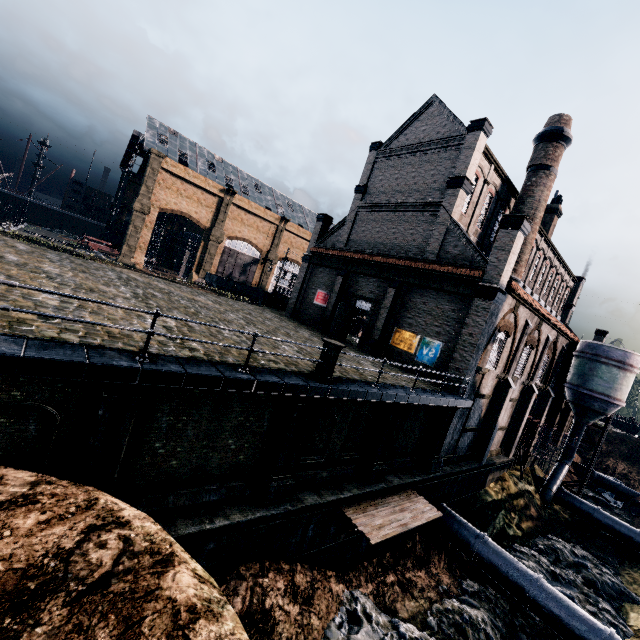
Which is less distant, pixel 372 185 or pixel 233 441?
pixel 233 441

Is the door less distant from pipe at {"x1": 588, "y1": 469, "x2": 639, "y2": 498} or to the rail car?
the rail car

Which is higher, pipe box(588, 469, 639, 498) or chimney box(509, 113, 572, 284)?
chimney box(509, 113, 572, 284)

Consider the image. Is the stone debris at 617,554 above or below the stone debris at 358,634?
below

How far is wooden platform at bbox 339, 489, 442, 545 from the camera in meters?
13.2

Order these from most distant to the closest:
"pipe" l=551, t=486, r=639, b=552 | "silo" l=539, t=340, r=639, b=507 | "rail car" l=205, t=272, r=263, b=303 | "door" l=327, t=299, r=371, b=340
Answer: "rail car" l=205, t=272, r=263, b=303 < "silo" l=539, t=340, r=639, b=507 < "pipe" l=551, t=486, r=639, b=552 < "door" l=327, t=299, r=371, b=340

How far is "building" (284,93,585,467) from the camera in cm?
2064

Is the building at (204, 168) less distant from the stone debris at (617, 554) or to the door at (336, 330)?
the door at (336, 330)
